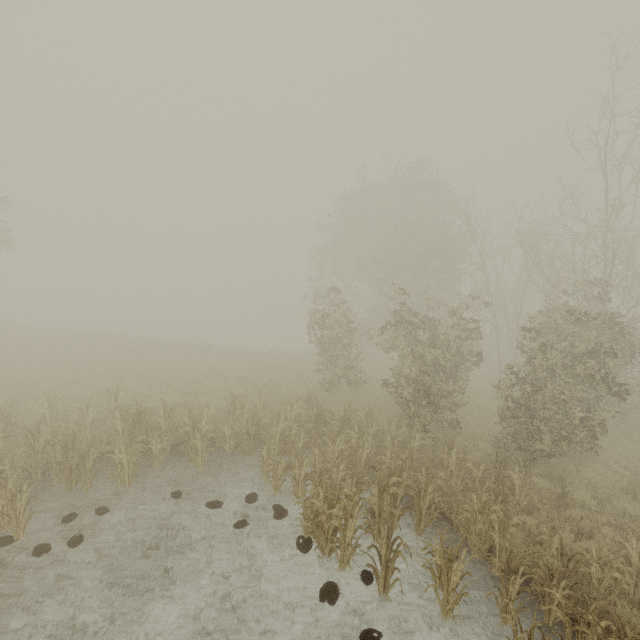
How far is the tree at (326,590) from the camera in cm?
643

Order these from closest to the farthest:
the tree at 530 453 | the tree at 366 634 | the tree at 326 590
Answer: the tree at 366 634 → the tree at 326 590 → the tree at 530 453

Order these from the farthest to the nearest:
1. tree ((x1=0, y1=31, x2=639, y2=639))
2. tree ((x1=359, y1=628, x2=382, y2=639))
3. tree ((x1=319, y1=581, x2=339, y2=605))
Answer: tree ((x1=0, y1=31, x2=639, y2=639)) < tree ((x1=319, y1=581, x2=339, y2=605)) < tree ((x1=359, y1=628, x2=382, y2=639))

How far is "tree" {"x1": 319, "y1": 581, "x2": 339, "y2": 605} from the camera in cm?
643

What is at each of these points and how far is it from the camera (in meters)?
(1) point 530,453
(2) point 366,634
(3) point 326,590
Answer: (1) tree, 11.91
(2) tree, 5.88
(3) tree, 6.66

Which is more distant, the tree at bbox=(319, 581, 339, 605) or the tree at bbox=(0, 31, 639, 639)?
the tree at bbox=(0, 31, 639, 639)

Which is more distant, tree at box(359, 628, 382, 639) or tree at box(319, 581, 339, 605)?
tree at box(319, 581, 339, 605)
